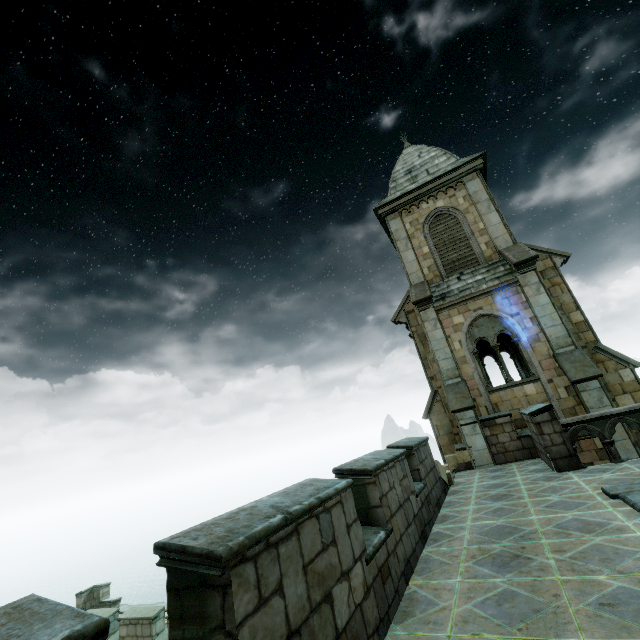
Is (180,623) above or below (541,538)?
above

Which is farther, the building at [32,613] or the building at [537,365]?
the building at [537,365]

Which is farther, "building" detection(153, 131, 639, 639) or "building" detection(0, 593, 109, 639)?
"building" detection(153, 131, 639, 639)
